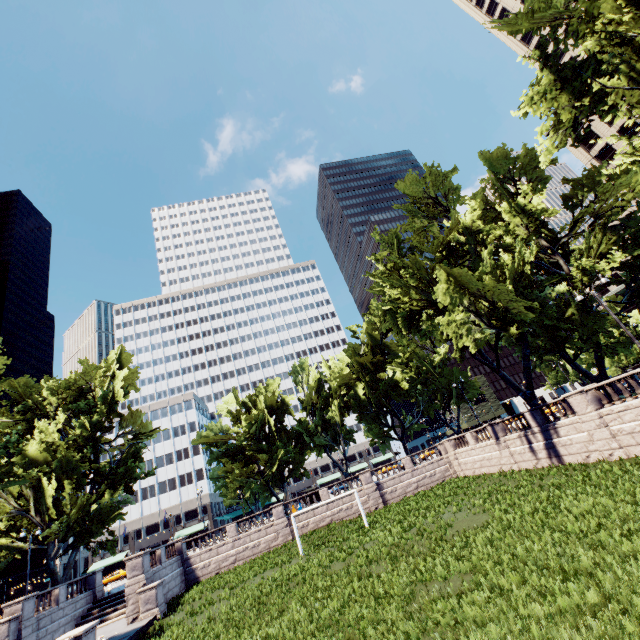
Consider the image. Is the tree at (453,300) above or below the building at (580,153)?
below

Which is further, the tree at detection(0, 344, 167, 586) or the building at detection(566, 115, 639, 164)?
the building at detection(566, 115, 639, 164)

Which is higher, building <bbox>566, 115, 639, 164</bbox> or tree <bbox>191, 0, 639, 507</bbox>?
building <bbox>566, 115, 639, 164</bbox>

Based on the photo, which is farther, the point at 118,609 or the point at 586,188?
the point at 586,188

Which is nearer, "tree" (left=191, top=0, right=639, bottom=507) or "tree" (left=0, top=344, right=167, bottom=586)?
"tree" (left=191, top=0, right=639, bottom=507)

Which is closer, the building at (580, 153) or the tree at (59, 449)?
the tree at (59, 449)

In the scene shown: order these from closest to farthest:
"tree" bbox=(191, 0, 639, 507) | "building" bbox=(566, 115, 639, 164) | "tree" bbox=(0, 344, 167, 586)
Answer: "tree" bbox=(191, 0, 639, 507) → "tree" bbox=(0, 344, 167, 586) → "building" bbox=(566, 115, 639, 164)
